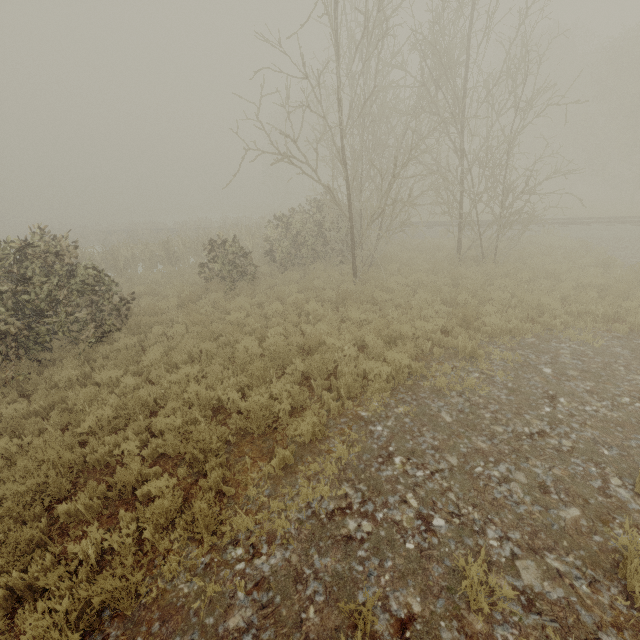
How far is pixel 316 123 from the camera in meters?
15.4 m
